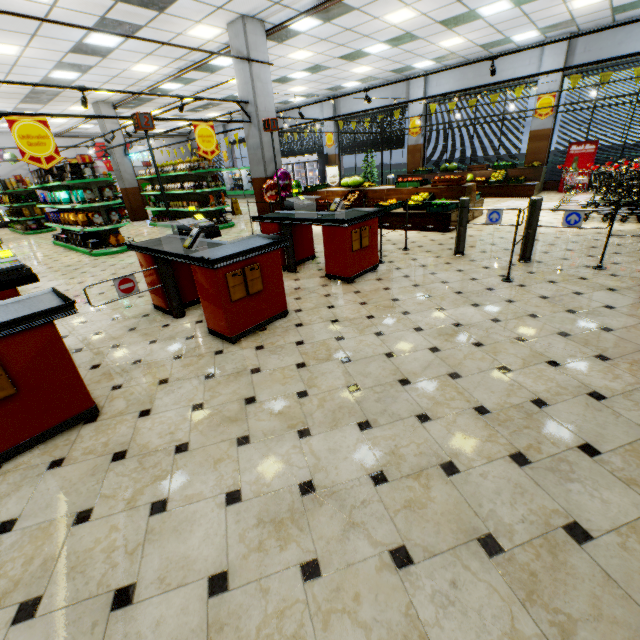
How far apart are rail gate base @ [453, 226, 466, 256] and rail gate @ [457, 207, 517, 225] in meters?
0.0

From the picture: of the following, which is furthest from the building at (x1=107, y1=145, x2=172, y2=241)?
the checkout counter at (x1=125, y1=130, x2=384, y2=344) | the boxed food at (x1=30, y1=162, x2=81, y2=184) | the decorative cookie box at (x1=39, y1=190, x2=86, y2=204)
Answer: the boxed food at (x1=30, y1=162, x2=81, y2=184)

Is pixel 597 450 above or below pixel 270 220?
below

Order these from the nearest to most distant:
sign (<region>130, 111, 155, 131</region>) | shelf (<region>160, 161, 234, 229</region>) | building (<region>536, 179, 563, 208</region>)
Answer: sign (<region>130, 111, 155, 131</region>)
building (<region>536, 179, 563, 208</region>)
shelf (<region>160, 161, 234, 229</region>)

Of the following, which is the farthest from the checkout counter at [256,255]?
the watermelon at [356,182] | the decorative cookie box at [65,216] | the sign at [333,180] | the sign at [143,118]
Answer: the sign at [333,180]

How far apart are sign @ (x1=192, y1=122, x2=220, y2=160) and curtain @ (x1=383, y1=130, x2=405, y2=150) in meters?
11.0 m

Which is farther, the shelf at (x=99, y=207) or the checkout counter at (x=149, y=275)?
the shelf at (x=99, y=207)

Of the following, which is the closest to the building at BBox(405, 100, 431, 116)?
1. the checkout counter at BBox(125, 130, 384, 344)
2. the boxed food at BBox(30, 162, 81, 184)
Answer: the checkout counter at BBox(125, 130, 384, 344)
